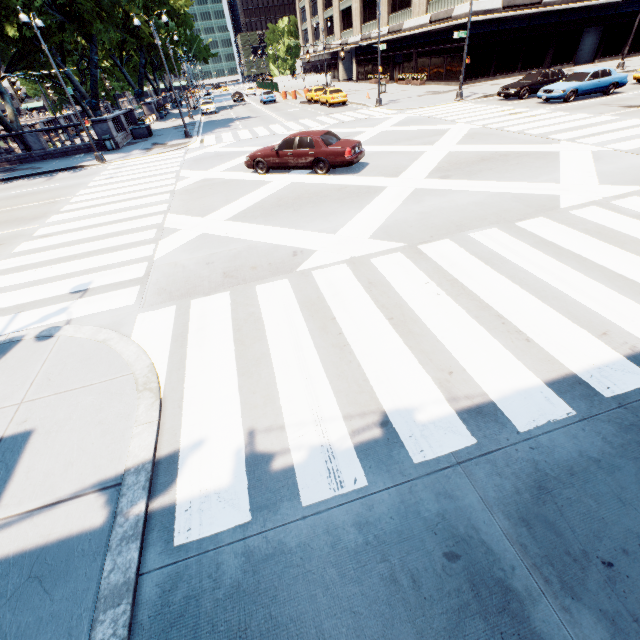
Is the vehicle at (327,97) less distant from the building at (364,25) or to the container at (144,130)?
the building at (364,25)

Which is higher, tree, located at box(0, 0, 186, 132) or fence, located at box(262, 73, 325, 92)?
tree, located at box(0, 0, 186, 132)

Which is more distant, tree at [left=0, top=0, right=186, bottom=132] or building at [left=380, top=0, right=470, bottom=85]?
building at [left=380, top=0, right=470, bottom=85]

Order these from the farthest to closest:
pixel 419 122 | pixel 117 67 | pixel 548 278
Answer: pixel 117 67, pixel 419 122, pixel 548 278

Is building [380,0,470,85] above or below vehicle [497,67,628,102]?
above

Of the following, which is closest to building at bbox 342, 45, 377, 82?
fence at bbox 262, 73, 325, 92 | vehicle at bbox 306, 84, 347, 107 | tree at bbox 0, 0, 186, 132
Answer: fence at bbox 262, 73, 325, 92

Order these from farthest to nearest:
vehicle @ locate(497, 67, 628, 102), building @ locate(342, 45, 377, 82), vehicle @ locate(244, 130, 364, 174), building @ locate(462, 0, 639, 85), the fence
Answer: building @ locate(342, 45, 377, 82) < the fence < building @ locate(462, 0, 639, 85) < vehicle @ locate(497, 67, 628, 102) < vehicle @ locate(244, 130, 364, 174)

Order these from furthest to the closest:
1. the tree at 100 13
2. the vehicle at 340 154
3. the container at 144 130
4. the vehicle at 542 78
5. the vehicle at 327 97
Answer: the vehicle at 327 97
the container at 144 130
the tree at 100 13
the vehicle at 542 78
the vehicle at 340 154
